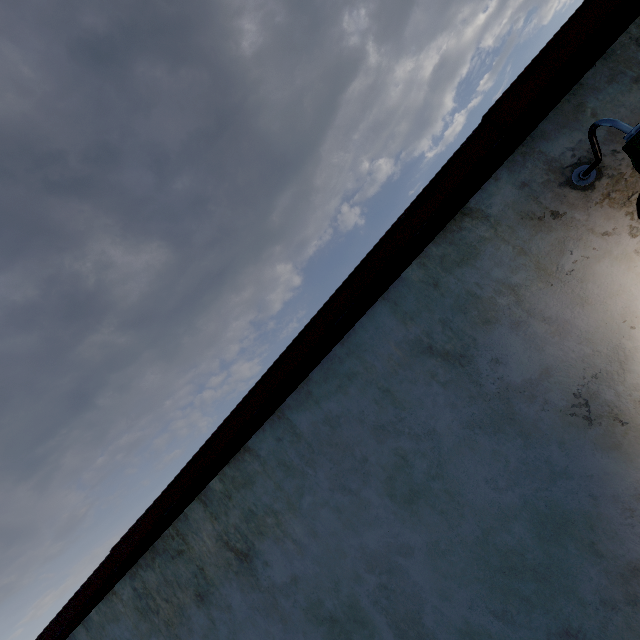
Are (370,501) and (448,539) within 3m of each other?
yes

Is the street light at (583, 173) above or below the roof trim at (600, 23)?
below

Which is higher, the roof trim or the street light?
the roof trim
